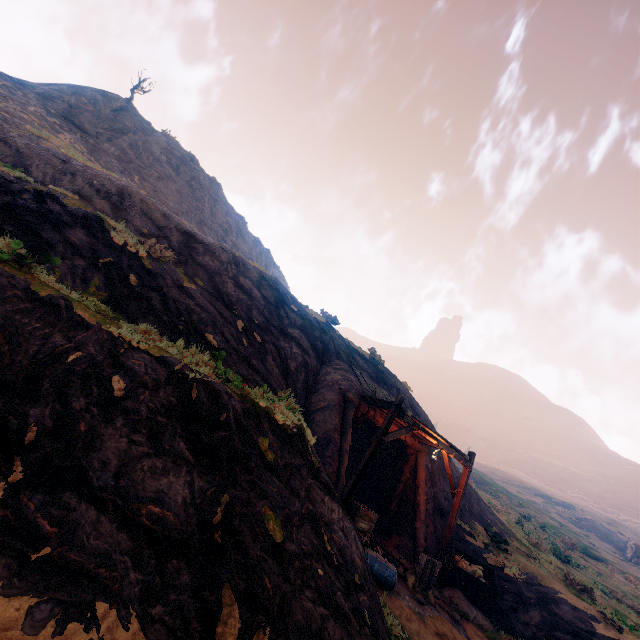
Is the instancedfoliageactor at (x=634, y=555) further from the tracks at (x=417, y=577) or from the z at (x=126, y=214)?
the tracks at (x=417, y=577)

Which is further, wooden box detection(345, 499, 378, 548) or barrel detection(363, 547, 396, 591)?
wooden box detection(345, 499, 378, 548)

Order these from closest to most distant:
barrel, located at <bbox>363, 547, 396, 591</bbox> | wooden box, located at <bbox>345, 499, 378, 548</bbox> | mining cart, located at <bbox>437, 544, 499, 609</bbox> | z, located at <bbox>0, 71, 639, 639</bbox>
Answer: z, located at <bbox>0, 71, 639, 639</bbox>, barrel, located at <bbox>363, 547, 396, 591</bbox>, wooden box, located at <bbox>345, 499, 378, 548</bbox>, mining cart, located at <bbox>437, 544, 499, 609</bbox>

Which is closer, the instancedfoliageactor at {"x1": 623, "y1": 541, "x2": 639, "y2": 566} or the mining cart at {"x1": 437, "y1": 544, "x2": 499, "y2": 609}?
the mining cart at {"x1": 437, "y1": 544, "x2": 499, "y2": 609}

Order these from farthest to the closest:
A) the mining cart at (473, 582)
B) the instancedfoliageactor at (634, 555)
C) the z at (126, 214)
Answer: the instancedfoliageactor at (634, 555) → the mining cart at (473, 582) → the z at (126, 214)

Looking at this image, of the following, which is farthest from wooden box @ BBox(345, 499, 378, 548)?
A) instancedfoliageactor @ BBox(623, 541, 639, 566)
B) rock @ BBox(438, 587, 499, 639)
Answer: instancedfoliageactor @ BBox(623, 541, 639, 566)

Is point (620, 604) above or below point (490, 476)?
below

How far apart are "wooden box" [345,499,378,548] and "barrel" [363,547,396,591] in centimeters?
4cm
